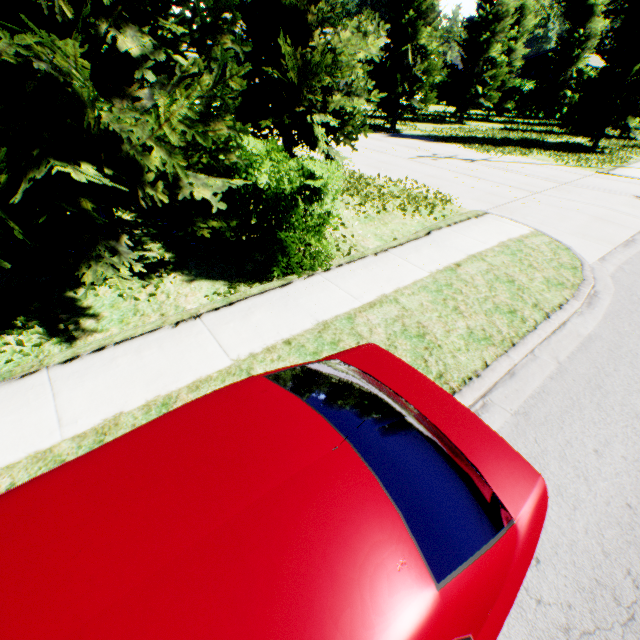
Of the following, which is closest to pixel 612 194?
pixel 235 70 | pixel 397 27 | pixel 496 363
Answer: pixel 496 363

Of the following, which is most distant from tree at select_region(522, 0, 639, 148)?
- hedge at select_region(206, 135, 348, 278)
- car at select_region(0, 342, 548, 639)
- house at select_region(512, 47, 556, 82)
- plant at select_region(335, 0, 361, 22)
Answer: plant at select_region(335, 0, 361, 22)

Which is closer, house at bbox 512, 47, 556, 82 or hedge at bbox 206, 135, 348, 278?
hedge at bbox 206, 135, 348, 278

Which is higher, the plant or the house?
the plant

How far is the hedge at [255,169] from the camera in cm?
482

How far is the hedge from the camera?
4.8m

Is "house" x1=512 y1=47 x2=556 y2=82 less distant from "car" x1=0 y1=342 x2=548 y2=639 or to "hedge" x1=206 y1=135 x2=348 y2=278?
"hedge" x1=206 y1=135 x2=348 y2=278

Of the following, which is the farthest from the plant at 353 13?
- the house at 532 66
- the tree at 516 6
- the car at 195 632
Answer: the car at 195 632
